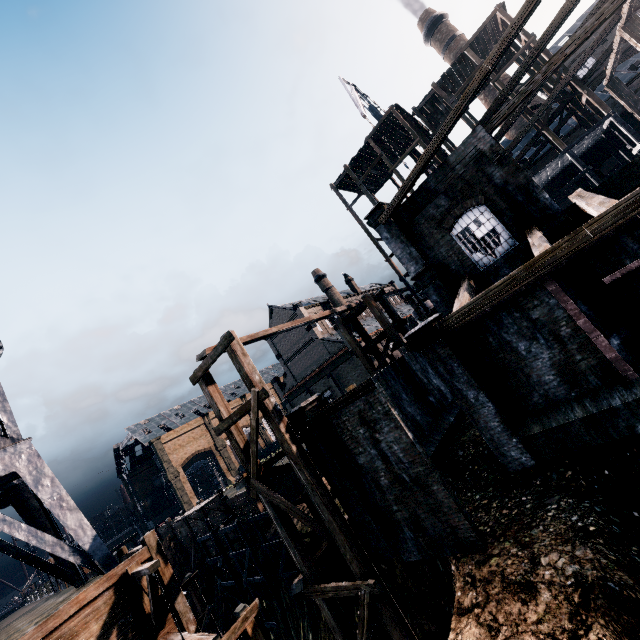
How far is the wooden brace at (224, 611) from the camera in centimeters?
2839cm

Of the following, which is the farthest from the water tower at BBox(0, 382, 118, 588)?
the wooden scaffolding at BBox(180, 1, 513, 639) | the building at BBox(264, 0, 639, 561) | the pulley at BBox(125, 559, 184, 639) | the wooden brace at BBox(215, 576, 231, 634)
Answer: the wooden brace at BBox(215, 576, 231, 634)

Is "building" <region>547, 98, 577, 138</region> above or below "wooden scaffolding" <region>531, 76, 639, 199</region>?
above

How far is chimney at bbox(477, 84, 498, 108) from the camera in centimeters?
4520cm

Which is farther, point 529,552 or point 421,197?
point 421,197

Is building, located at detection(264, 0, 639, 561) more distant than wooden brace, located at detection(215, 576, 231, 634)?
No

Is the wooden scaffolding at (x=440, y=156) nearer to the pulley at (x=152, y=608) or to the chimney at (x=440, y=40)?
the chimney at (x=440, y=40)

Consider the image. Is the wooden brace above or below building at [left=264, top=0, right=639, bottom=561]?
below
